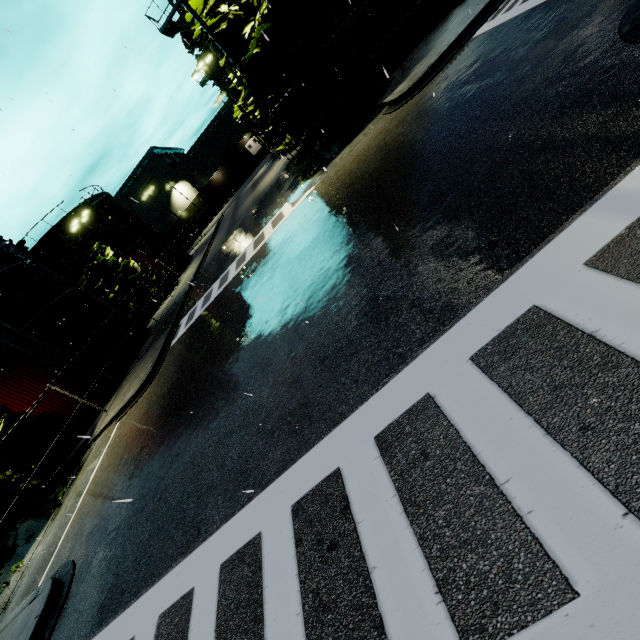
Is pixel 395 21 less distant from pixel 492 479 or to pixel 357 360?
pixel 357 360

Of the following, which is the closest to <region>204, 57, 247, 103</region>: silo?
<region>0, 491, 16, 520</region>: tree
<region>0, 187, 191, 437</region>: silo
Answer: <region>0, 187, 191, 437</region>: silo

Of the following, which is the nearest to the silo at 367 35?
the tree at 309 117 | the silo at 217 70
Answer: the tree at 309 117

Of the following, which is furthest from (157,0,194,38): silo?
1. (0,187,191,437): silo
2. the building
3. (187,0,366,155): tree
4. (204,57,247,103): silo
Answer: the building

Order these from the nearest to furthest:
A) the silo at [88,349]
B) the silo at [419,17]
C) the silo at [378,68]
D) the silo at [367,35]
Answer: the silo at [419,17] → the silo at [367,35] → the silo at [378,68] → the silo at [88,349]

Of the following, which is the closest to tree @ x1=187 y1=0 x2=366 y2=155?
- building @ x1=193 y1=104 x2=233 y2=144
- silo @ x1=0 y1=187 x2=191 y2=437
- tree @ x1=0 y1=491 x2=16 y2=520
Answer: silo @ x1=0 y1=187 x2=191 y2=437

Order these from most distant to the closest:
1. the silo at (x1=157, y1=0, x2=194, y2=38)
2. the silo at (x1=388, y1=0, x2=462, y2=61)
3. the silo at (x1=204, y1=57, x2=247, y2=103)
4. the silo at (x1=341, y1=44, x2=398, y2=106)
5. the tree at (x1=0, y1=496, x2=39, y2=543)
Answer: the silo at (x1=204, y1=57, x2=247, y2=103) < the silo at (x1=157, y1=0, x2=194, y2=38) < the silo at (x1=341, y1=44, x2=398, y2=106) < the silo at (x1=388, y1=0, x2=462, y2=61) < the tree at (x1=0, y1=496, x2=39, y2=543)

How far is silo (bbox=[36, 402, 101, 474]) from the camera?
17.9 meters
